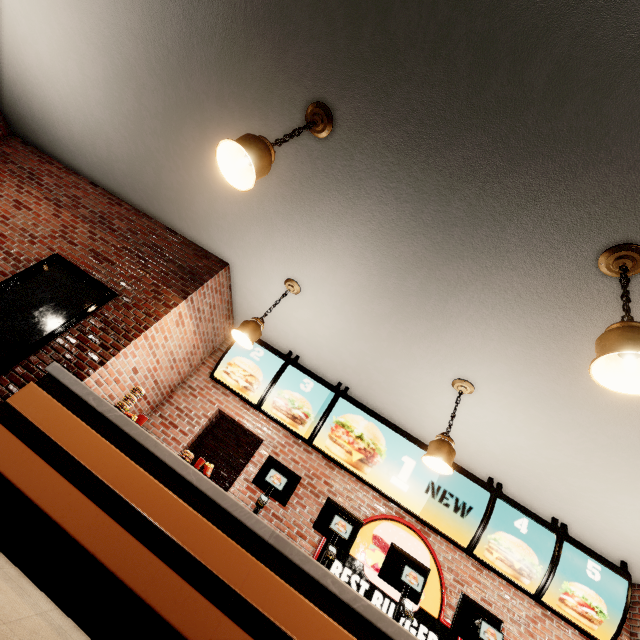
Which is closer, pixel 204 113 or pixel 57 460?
pixel 57 460
